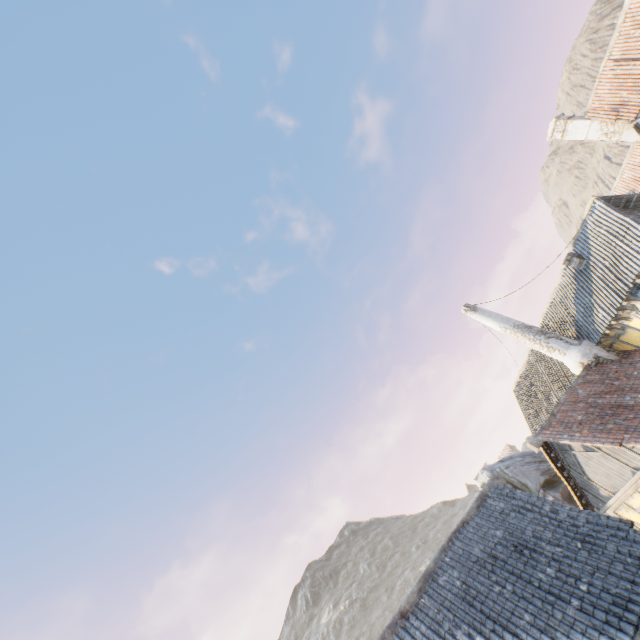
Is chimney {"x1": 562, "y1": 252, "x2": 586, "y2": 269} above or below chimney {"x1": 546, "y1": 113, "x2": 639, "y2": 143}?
below

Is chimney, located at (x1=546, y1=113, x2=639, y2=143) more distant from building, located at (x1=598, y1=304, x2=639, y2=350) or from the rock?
the rock

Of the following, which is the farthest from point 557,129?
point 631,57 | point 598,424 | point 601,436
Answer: point 601,436

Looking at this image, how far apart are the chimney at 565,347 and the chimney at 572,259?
3.30m

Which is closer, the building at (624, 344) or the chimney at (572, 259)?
the building at (624, 344)

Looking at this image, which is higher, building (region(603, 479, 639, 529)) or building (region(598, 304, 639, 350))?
building (region(598, 304, 639, 350))

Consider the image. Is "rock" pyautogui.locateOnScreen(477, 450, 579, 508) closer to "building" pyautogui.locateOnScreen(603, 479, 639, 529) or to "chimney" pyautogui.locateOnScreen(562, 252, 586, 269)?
"building" pyautogui.locateOnScreen(603, 479, 639, 529)

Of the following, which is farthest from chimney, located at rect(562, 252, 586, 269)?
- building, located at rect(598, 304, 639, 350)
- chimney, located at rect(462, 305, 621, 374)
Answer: chimney, located at rect(462, 305, 621, 374)
